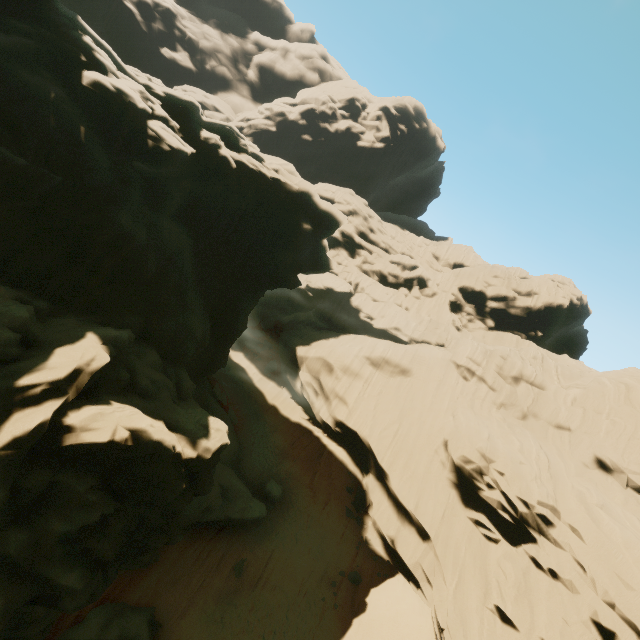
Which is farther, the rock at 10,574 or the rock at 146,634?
the rock at 146,634

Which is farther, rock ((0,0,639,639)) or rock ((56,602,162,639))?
rock ((56,602,162,639))

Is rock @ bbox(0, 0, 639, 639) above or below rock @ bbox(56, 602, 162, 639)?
above

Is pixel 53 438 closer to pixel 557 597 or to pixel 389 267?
pixel 557 597

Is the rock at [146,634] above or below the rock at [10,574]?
below
